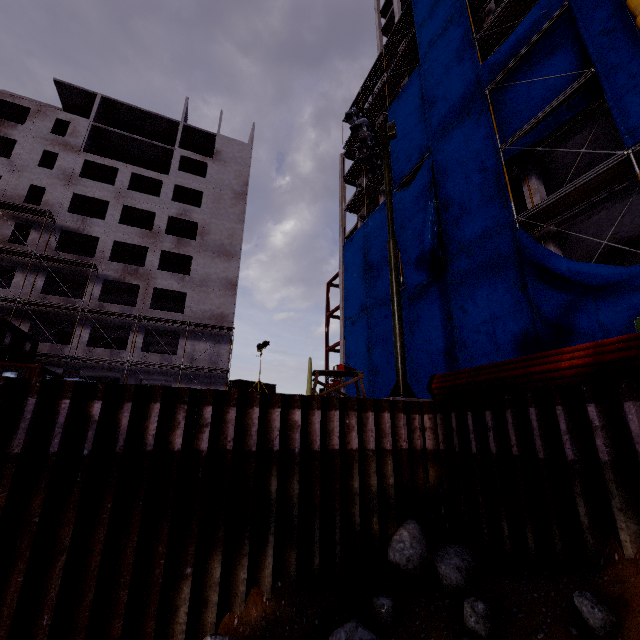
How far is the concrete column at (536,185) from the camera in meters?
15.0

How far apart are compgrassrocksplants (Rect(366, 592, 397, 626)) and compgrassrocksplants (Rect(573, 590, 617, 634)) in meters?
3.1

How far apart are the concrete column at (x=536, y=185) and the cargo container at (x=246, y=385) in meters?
33.4

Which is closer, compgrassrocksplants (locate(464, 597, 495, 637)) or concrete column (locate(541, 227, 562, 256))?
compgrassrocksplants (locate(464, 597, 495, 637))

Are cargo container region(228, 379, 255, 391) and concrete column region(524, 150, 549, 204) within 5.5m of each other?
no

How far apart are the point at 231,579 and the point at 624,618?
6.0 meters

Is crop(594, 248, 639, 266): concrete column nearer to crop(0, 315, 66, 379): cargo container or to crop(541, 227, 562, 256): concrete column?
crop(541, 227, 562, 256): concrete column

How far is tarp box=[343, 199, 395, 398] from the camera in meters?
21.6 m
